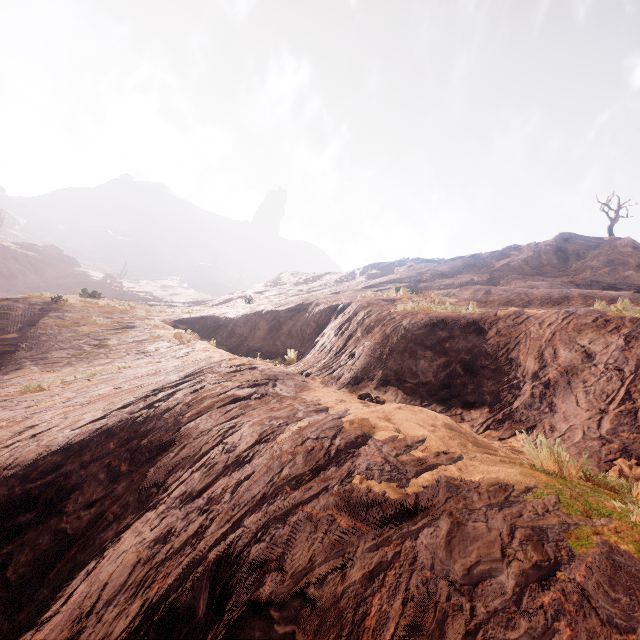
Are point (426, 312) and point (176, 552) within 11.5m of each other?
yes
